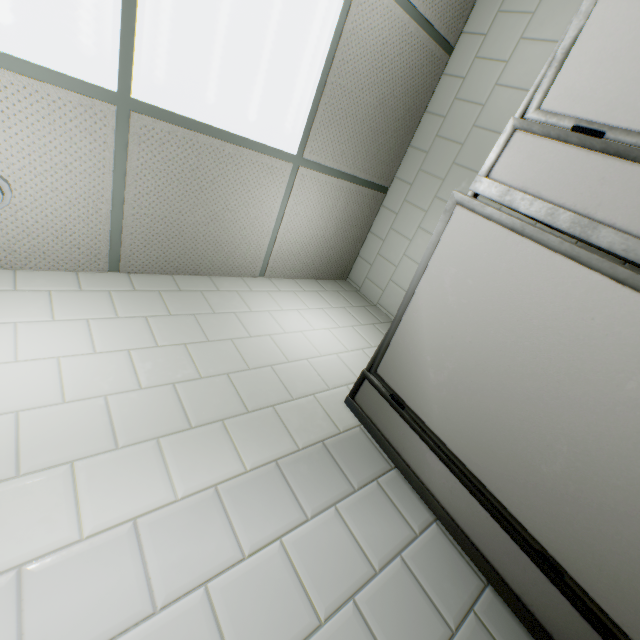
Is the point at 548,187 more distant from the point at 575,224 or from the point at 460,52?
the point at 460,52

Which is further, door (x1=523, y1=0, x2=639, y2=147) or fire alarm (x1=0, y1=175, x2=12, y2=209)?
fire alarm (x1=0, y1=175, x2=12, y2=209)

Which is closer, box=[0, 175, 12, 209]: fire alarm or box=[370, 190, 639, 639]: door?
box=[370, 190, 639, 639]: door

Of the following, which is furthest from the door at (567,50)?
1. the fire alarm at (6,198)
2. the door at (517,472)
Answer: the fire alarm at (6,198)

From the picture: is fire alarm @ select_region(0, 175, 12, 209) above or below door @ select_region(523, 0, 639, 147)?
above

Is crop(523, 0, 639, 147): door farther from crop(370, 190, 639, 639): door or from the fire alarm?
the fire alarm

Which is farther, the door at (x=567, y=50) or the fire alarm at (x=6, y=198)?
the fire alarm at (x=6, y=198)
